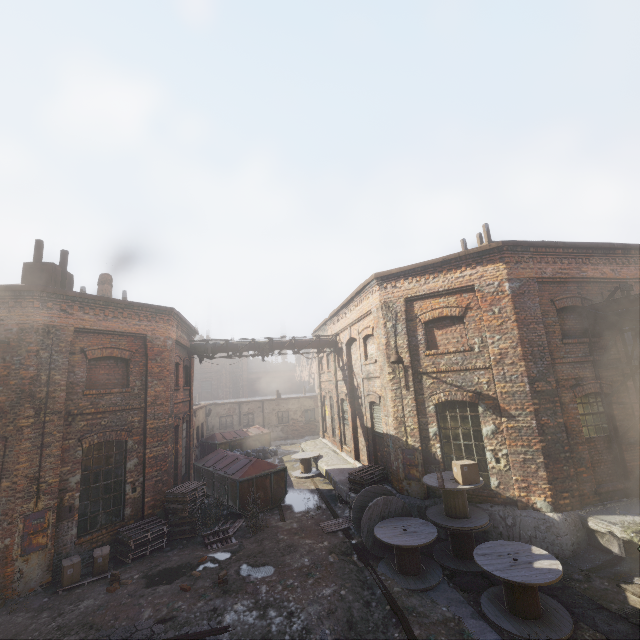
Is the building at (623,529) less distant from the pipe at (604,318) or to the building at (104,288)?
the pipe at (604,318)

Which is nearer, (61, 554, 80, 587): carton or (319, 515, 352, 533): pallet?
(61, 554, 80, 587): carton

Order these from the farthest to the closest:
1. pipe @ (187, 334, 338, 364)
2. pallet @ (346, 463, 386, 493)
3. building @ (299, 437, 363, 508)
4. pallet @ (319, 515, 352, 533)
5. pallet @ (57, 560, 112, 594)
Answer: pipe @ (187, 334, 338, 364)
building @ (299, 437, 363, 508)
pallet @ (346, 463, 386, 493)
pallet @ (319, 515, 352, 533)
pallet @ (57, 560, 112, 594)

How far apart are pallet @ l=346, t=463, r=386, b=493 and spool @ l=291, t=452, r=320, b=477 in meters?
5.1 m

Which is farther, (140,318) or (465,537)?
(140,318)

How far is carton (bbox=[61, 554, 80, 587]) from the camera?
8.1m

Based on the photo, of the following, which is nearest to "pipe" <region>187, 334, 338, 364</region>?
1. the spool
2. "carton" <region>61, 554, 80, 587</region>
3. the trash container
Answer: the trash container

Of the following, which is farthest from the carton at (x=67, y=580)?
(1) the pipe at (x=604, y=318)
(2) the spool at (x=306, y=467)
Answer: (1) the pipe at (x=604, y=318)
